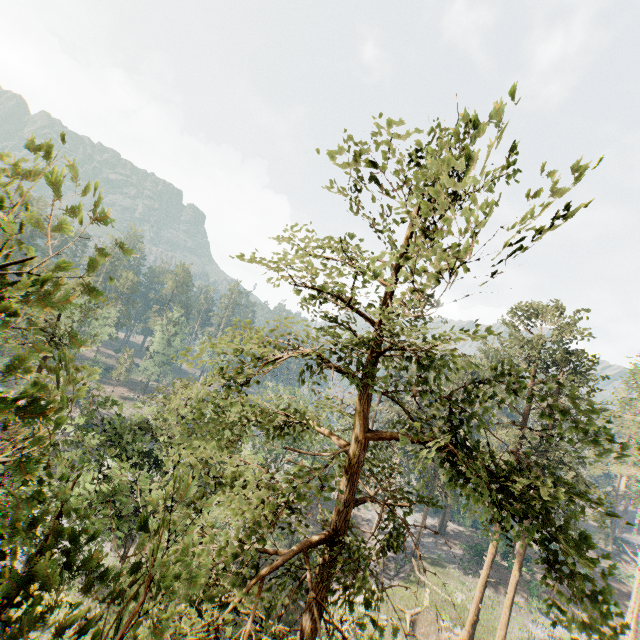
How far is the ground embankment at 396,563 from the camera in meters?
35.8 m

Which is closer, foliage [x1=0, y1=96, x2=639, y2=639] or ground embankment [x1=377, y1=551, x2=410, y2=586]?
foliage [x1=0, y1=96, x2=639, y2=639]

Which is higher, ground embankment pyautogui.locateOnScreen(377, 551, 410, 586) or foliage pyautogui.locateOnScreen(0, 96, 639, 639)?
foliage pyautogui.locateOnScreen(0, 96, 639, 639)

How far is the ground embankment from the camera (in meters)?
35.75

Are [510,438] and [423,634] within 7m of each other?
no

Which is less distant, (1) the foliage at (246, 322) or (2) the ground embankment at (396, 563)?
(1) the foliage at (246, 322)
